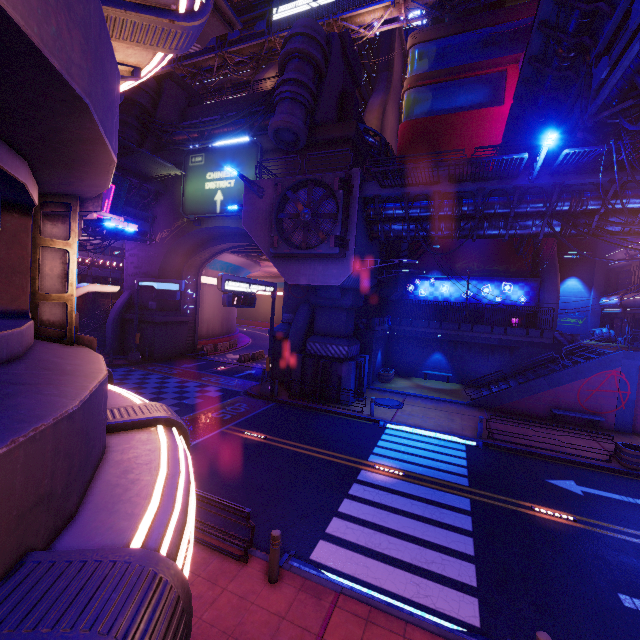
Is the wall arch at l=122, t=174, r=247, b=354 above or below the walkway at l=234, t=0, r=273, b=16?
below

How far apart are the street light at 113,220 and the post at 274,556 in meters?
7.6

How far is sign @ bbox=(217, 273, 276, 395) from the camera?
16.2 meters

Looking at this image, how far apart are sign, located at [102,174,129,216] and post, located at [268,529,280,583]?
24.6 meters

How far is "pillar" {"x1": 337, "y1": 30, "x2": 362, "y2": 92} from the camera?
25.0 meters

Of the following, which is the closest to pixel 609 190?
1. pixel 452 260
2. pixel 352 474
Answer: pixel 352 474

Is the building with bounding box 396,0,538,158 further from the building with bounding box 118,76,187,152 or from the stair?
the stair

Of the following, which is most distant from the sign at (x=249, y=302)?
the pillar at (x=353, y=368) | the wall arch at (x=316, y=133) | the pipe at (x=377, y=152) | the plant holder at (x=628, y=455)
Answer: the plant holder at (x=628, y=455)
